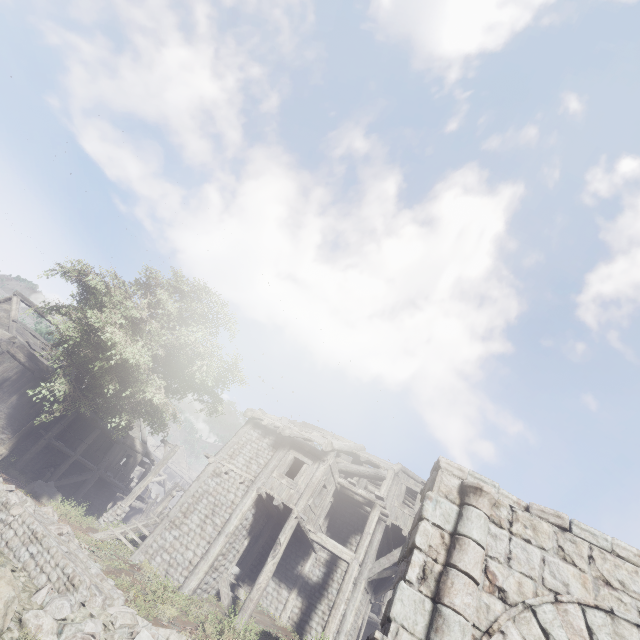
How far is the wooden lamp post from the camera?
15.6m

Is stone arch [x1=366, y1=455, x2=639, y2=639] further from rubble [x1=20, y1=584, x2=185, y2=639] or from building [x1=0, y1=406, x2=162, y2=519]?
rubble [x1=20, y1=584, x2=185, y2=639]

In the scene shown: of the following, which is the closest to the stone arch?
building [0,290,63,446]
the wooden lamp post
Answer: building [0,290,63,446]

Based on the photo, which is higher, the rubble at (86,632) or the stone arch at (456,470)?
the stone arch at (456,470)

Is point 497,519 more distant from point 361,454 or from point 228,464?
point 228,464

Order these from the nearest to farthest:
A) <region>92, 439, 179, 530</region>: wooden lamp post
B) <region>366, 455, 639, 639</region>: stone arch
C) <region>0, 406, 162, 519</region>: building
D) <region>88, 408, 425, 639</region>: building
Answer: <region>366, 455, 639, 639</region>: stone arch < <region>88, 408, 425, 639</region>: building < <region>92, 439, 179, 530</region>: wooden lamp post < <region>0, 406, 162, 519</region>: building

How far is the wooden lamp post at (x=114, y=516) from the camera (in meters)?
15.57
